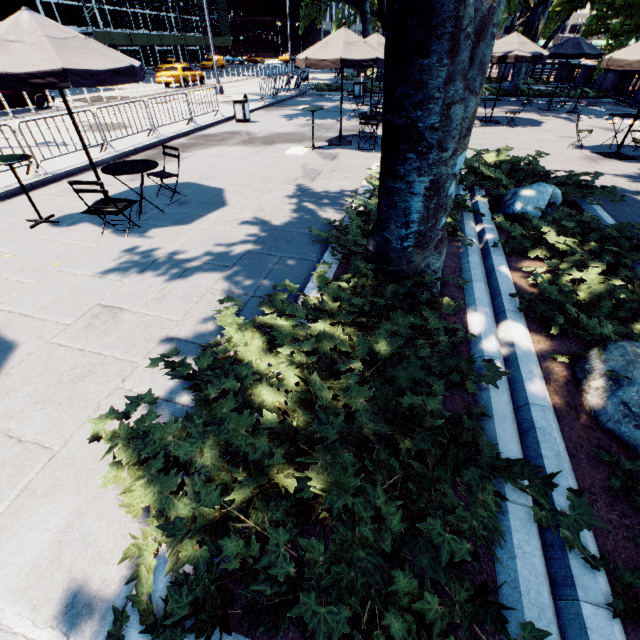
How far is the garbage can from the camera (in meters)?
13.78

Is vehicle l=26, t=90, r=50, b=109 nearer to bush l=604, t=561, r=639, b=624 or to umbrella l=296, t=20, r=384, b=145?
umbrella l=296, t=20, r=384, b=145

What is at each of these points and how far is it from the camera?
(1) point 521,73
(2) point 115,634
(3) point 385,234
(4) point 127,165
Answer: (1) tree, 20.23m
(2) bush, 1.67m
(3) tree, 3.77m
(4) table, 5.83m

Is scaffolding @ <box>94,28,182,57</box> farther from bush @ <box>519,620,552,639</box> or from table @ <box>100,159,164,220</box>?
bush @ <box>519,620,552,639</box>

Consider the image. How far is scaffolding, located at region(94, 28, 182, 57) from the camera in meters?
38.5 m

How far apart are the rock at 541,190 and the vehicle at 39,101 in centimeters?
2256cm

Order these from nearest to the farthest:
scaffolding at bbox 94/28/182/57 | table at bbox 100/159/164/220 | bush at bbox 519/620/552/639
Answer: bush at bbox 519/620/552/639
table at bbox 100/159/164/220
scaffolding at bbox 94/28/182/57

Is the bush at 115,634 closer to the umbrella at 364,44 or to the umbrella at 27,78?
the umbrella at 27,78
